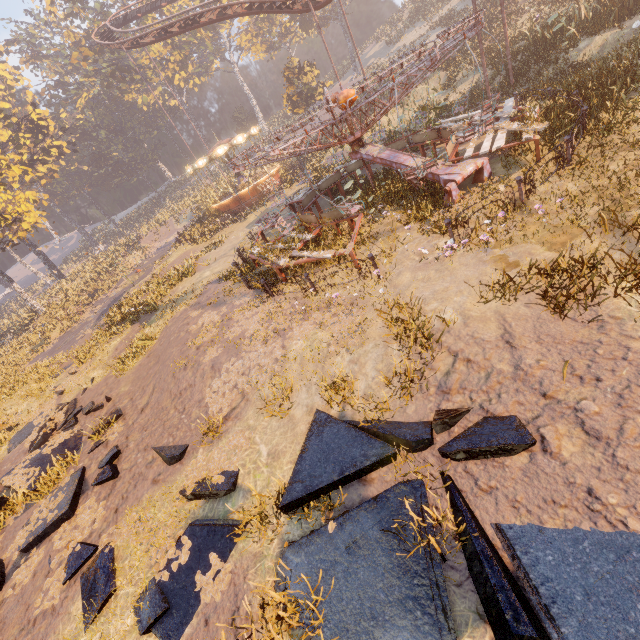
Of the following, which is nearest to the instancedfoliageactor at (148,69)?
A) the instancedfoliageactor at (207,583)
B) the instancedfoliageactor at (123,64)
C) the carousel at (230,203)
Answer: the instancedfoliageactor at (123,64)

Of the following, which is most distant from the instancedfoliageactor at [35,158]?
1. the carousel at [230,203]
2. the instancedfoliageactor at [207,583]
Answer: the instancedfoliageactor at [207,583]

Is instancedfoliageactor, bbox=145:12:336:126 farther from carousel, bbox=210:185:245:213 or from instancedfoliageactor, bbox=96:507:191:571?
instancedfoliageactor, bbox=96:507:191:571

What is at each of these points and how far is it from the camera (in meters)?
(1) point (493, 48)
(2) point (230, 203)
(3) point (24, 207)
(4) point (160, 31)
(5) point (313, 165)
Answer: (1) instancedfoliageactor, 22.64
(2) carousel, 29.56
(3) tree, 26.27
(4) roller coaster, 28.95
(5) instancedfoliageactor, 28.66

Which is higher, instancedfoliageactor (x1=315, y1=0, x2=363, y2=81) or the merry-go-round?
instancedfoliageactor (x1=315, y1=0, x2=363, y2=81)

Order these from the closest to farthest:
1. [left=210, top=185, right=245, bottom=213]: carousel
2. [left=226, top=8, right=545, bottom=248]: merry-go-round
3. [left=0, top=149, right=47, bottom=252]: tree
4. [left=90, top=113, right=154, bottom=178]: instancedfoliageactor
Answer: [left=226, top=8, right=545, bottom=248]: merry-go-round
[left=0, top=149, right=47, bottom=252]: tree
[left=210, top=185, right=245, bottom=213]: carousel
[left=90, top=113, right=154, bottom=178]: instancedfoliageactor

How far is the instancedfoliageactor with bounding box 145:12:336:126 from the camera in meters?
36.9 m

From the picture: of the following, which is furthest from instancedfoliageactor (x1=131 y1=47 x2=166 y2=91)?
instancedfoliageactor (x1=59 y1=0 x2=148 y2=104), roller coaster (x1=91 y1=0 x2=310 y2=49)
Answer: roller coaster (x1=91 y1=0 x2=310 y2=49)
